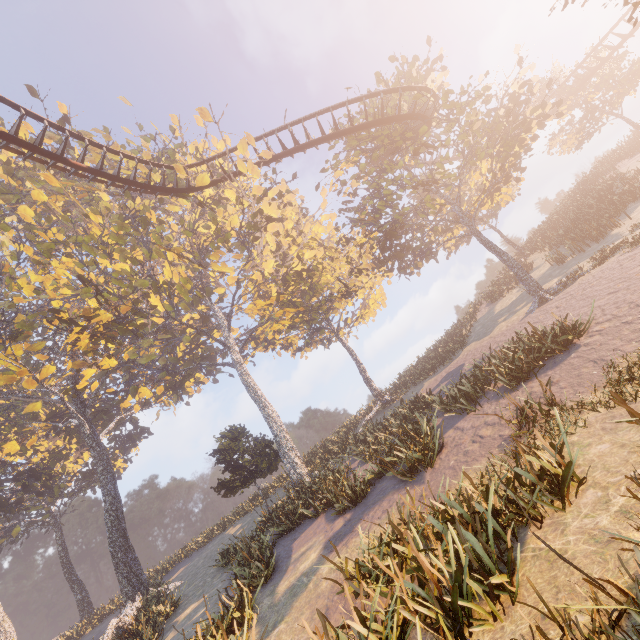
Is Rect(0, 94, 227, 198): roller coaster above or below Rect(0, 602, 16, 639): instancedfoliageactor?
above

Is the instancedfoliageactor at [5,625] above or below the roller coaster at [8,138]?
→ below

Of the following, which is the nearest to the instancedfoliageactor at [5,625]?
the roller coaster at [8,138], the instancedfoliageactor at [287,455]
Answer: the instancedfoliageactor at [287,455]

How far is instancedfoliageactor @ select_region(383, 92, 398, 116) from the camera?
19.7m

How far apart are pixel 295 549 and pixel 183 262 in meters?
23.5

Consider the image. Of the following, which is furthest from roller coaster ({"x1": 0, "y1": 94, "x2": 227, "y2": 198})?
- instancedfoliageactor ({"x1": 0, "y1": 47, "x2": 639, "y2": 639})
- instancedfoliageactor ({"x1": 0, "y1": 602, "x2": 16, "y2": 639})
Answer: instancedfoliageactor ({"x1": 0, "y1": 602, "x2": 16, "y2": 639})

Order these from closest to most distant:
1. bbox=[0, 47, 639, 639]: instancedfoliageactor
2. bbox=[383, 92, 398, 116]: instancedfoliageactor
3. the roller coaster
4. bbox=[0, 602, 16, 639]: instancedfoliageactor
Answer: bbox=[0, 47, 639, 639]: instancedfoliageactor < the roller coaster < bbox=[383, 92, 398, 116]: instancedfoliageactor < bbox=[0, 602, 16, 639]: instancedfoliageactor

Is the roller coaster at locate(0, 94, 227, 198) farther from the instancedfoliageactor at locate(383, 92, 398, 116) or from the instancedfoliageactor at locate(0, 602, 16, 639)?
the instancedfoliageactor at locate(0, 602, 16, 639)
